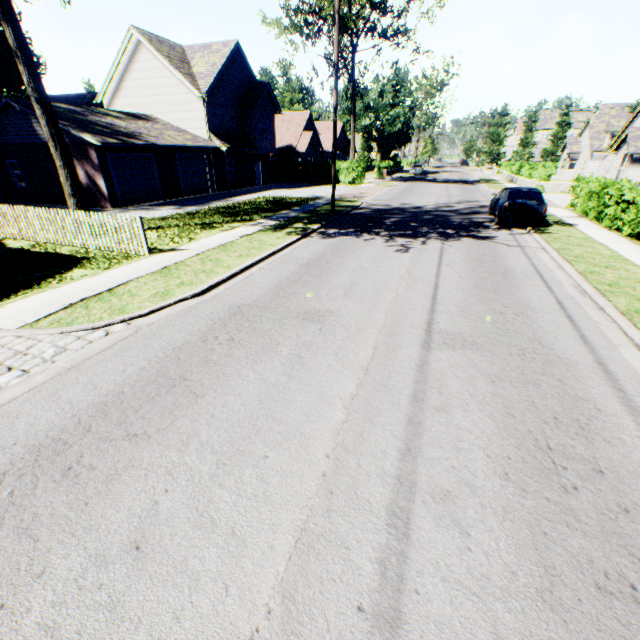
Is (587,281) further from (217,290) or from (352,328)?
(217,290)

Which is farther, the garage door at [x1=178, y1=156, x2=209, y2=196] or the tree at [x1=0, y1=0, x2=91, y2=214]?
the garage door at [x1=178, y1=156, x2=209, y2=196]

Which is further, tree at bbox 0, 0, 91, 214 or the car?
the car

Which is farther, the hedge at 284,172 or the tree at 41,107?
the hedge at 284,172

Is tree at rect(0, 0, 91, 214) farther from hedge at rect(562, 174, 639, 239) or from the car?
hedge at rect(562, 174, 639, 239)

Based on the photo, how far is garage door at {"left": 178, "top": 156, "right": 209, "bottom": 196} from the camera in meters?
24.0

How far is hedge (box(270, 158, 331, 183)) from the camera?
35.56m

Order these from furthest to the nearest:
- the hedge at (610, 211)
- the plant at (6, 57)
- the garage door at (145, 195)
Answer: the plant at (6, 57), the garage door at (145, 195), the hedge at (610, 211)
